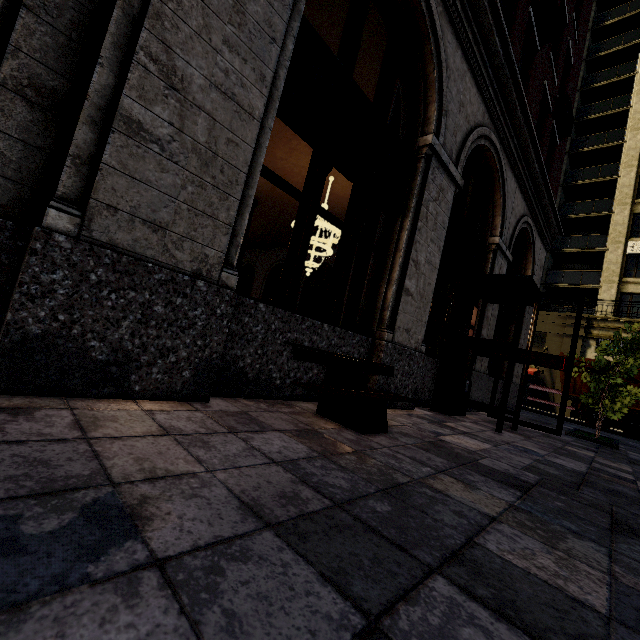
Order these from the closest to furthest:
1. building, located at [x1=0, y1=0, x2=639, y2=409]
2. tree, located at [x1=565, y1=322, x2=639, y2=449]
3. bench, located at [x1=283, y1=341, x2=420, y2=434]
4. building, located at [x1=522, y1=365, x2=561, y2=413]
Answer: building, located at [x1=0, y1=0, x2=639, y2=409], bench, located at [x1=283, y1=341, x2=420, y2=434], tree, located at [x1=565, y1=322, x2=639, y2=449], building, located at [x1=522, y1=365, x2=561, y2=413]

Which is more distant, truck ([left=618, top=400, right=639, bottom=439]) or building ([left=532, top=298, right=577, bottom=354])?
building ([left=532, top=298, right=577, bottom=354])

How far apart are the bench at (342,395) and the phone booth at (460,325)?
2.4m

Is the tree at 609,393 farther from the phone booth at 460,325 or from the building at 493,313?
the phone booth at 460,325

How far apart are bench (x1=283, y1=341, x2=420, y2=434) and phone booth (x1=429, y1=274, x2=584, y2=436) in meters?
2.4 m

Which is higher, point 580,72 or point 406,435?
point 580,72

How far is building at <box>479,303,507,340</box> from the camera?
7.9m

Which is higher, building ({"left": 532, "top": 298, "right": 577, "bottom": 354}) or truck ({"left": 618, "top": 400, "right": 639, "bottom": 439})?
building ({"left": 532, "top": 298, "right": 577, "bottom": 354})
